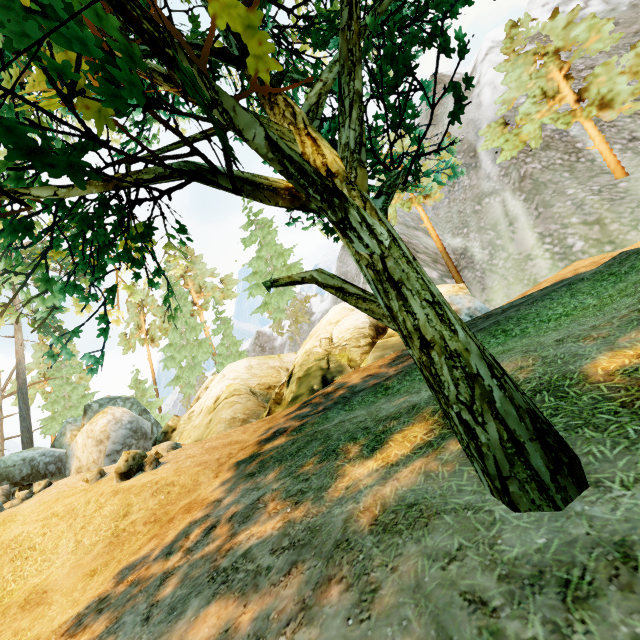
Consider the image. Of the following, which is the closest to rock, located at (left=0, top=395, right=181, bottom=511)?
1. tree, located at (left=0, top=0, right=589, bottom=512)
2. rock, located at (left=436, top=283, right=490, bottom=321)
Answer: tree, located at (left=0, top=0, right=589, bottom=512)

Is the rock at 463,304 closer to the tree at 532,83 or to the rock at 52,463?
the tree at 532,83

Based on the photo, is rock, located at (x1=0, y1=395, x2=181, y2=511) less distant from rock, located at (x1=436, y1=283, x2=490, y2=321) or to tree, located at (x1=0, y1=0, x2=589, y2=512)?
tree, located at (x1=0, y1=0, x2=589, y2=512)

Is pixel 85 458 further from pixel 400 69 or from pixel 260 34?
pixel 400 69

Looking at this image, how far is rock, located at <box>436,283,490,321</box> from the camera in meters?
13.3
